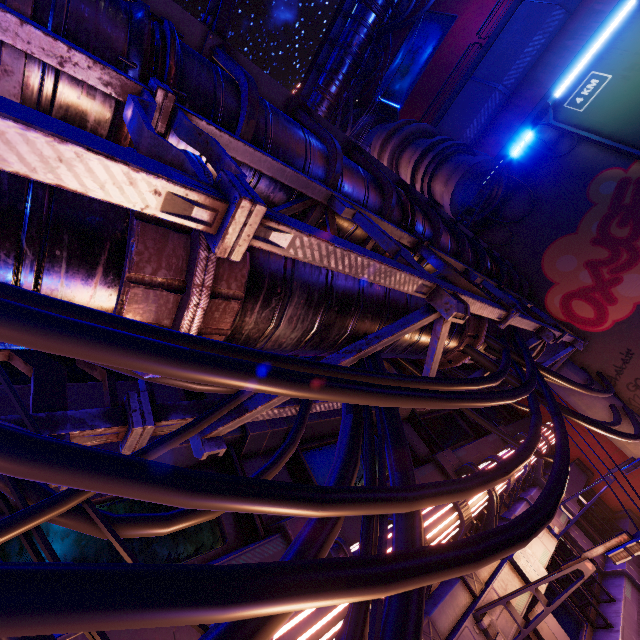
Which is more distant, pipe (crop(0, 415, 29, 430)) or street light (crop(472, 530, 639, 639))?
street light (crop(472, 530, 639, 639))

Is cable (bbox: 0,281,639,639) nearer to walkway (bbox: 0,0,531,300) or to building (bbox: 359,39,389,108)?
building (bbox: 359,39,389,108)

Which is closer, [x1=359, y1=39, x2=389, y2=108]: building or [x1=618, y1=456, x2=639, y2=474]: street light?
[x1=618, y1=456, x2=639, y2=474]: street light

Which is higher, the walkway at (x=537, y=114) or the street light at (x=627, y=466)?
the walkway at (x=537, y=114)

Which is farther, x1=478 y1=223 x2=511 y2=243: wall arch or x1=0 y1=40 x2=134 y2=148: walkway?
x1=478 y1=223 x2=511 y2=243: wall arch

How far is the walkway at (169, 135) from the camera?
3.47m

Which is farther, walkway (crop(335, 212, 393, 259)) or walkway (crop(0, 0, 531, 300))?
walkway (crop(335, 212, 393, 259))

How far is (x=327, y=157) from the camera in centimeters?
504cm
